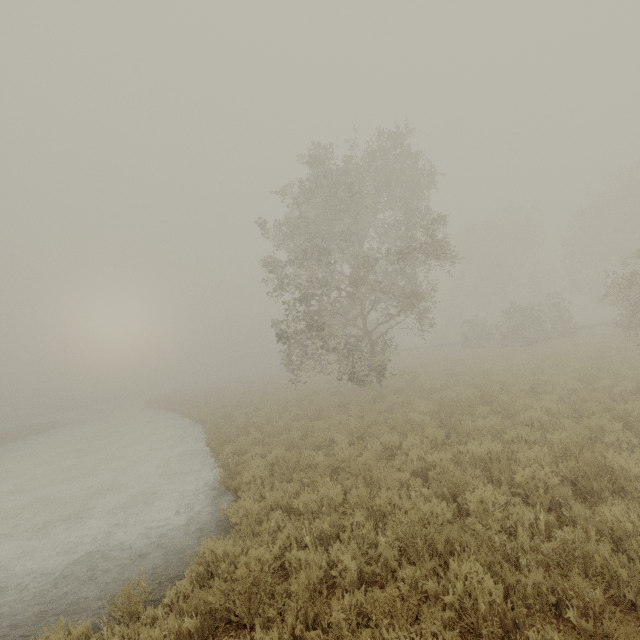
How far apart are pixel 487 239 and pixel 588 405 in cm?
4162
